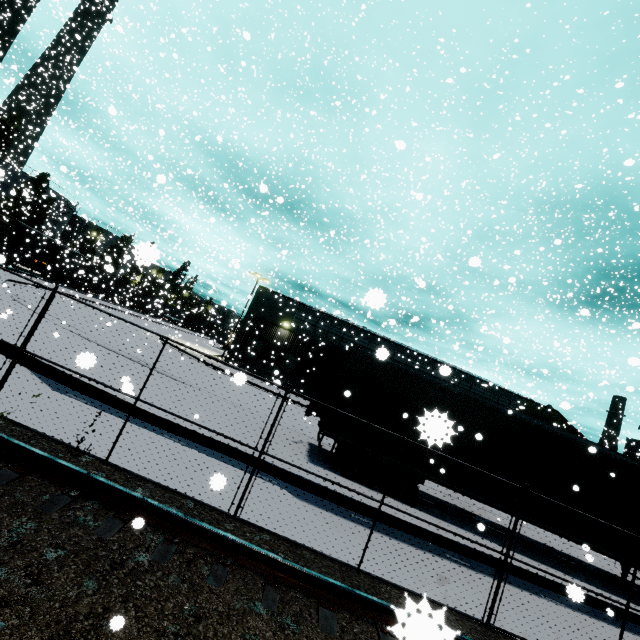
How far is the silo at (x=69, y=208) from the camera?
35.9m

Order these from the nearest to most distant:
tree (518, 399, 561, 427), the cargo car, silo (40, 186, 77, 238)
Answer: tree (518, 399, 561, 427) < the cargo car < silo (40, 186, 77, 238)

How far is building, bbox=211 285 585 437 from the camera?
28.7m

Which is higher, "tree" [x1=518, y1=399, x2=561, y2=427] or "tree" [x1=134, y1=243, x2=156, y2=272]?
"tree" [x1=518, y1=399, x2=561, y2=427]

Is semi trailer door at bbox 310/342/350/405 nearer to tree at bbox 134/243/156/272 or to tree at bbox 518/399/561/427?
tree at bbox 134/243/156/272

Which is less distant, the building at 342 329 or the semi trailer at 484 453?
the semi trailer at 484 453

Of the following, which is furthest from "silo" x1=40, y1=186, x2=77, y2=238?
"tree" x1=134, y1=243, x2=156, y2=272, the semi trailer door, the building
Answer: the semi trailer door

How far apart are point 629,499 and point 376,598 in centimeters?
1012cm
